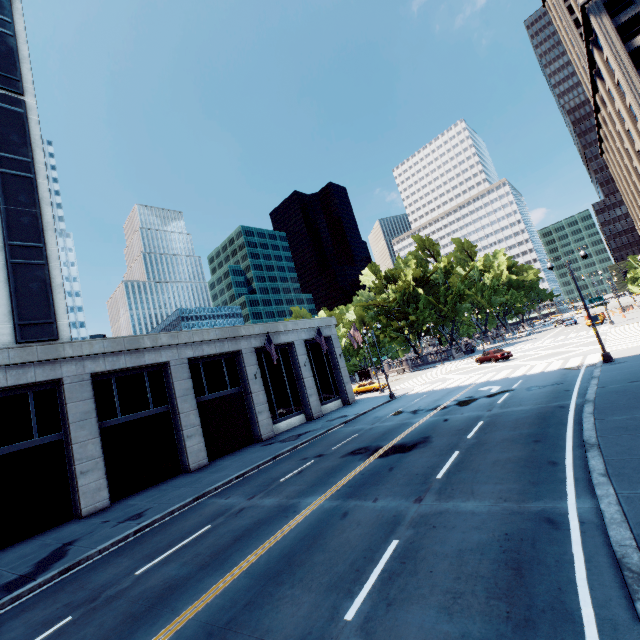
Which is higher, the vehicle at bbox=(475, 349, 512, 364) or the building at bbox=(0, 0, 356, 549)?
the building at bbox=(0, 0, 356, 549)

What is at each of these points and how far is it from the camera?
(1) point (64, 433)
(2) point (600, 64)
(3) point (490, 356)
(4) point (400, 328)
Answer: (1) building, 18.48m
(2) building, 51.50m
(3) vehicle, 37.00m
(4) tree, 57.91m

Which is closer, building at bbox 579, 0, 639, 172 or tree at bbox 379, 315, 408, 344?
building at bbox 579, 0, 639, 172

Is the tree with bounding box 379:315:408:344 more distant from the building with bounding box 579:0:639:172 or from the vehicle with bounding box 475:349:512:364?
the vehicle with bounding box 475:349:512:364

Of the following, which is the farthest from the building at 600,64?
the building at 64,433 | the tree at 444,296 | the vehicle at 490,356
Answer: the building at 64,433

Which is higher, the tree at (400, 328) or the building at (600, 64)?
the building at (600, 64)

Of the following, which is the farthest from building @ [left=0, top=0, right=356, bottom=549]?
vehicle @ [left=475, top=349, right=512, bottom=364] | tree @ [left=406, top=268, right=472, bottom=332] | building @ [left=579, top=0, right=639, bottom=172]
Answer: building @ [left=579, top=0, right=639, bottom=172]
